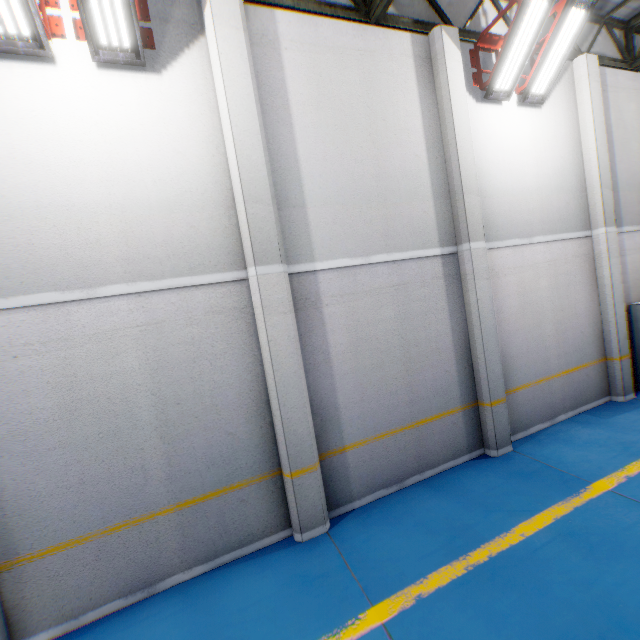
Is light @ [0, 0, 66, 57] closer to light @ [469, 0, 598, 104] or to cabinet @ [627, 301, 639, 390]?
light @ [469, 0, 598, 104]

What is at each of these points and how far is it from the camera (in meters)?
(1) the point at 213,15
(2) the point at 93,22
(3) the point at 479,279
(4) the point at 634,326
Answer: (1) cement column, 4.34
(2) light, 3.76
(3) cement column, 6.01
(4) cabinet, 7.89

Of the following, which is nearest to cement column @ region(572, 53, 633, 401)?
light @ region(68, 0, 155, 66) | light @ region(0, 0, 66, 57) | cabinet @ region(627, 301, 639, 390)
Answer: cabinet @ region(627, 301, 639, 390)

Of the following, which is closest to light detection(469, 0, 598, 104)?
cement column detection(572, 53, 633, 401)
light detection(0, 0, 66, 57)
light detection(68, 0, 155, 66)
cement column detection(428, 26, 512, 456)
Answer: cement column detection(428, 26, 512, 456)

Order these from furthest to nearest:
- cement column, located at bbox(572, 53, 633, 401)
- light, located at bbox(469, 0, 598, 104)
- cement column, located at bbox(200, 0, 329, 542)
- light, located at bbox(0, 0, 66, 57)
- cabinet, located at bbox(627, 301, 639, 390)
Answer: cabinet, located at bbox(627, 301, 639, 390), cement column, located at bbox(572, 53, 633, 401), light, located at bbox(469, 0, 598, 104), cement column, located at bbox(200, 0, 329, 542), light, located at bbox(0, 0, 66, 57)

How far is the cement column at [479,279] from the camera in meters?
5.8 m

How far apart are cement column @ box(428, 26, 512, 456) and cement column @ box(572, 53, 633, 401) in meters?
3.4 m

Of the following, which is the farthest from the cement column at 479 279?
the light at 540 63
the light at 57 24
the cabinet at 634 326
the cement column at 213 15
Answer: the light at 57 24
